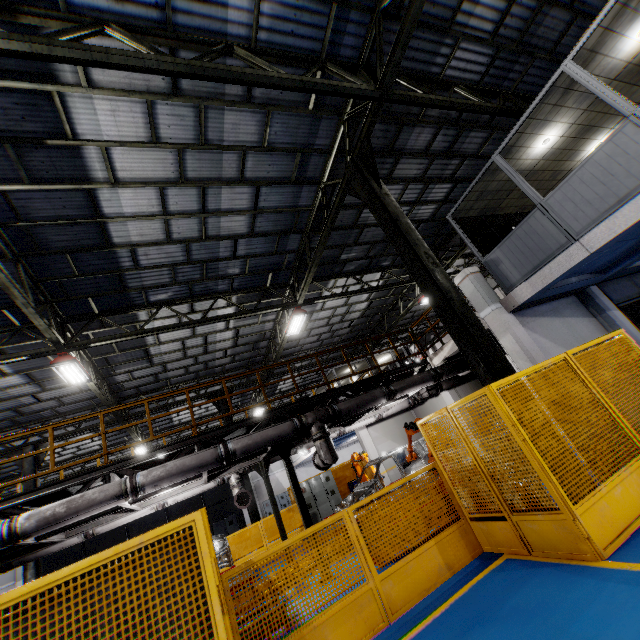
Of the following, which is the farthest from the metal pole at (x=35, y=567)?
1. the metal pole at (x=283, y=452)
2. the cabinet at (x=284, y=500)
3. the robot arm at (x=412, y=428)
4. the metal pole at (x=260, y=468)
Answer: the cabinet at (x=284, y=500)

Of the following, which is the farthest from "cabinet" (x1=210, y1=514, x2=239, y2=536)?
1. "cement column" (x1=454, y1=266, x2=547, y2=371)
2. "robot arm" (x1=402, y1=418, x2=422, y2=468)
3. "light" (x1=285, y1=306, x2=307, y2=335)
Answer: "cement column" (x1=454, y1=266, x2=547, y2=371)

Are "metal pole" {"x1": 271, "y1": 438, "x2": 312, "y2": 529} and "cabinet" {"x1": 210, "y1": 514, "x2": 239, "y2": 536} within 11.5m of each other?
no

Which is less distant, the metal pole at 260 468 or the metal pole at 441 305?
the metal pole at 441 305

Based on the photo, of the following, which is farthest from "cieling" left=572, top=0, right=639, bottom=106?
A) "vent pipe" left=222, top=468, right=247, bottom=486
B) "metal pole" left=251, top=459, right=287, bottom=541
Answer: "metal pole" left=251, top=459, right=287, bottom=541

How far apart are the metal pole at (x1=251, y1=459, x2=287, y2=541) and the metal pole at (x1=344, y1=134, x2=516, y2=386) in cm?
846

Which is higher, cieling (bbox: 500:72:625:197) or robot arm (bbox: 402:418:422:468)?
cieling (bbox: 500:72:625:197)

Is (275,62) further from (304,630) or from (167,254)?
(304,630)
